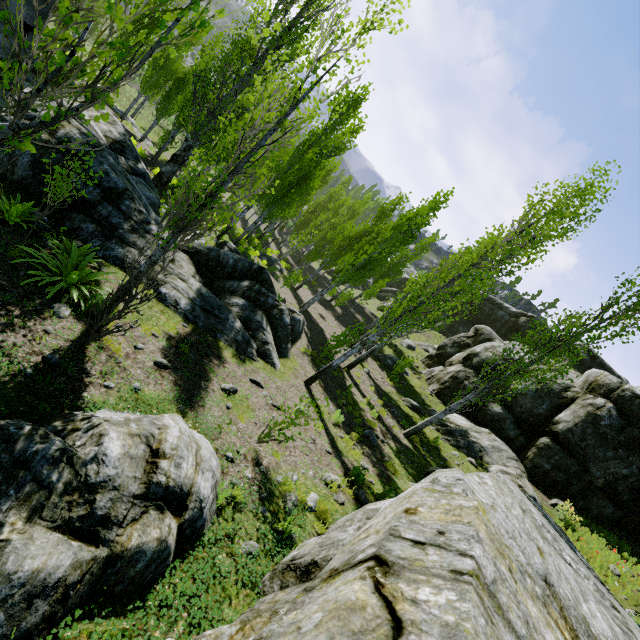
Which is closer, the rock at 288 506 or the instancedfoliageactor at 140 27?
the instancedfoliageactor at 140 27

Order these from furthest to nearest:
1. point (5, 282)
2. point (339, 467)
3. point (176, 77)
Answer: point (176, 77), point (339, 467), point (5, 282)

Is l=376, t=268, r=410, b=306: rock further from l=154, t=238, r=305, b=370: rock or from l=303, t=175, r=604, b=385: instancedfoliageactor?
l=154, t=238, r=305, b=370: rock

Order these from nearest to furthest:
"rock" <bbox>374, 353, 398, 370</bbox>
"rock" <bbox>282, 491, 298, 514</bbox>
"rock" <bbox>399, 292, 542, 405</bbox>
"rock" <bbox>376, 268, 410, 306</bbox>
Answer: "rock" <bbox>282, 491, 298, 514</bbox>, "rock" <bbox>399, 292, 542, 405</bbox>, "rock" <bbox>374, 353, 398, 370</bbox>, "rock" <bbox>376, 268, 410, 306</bbox>

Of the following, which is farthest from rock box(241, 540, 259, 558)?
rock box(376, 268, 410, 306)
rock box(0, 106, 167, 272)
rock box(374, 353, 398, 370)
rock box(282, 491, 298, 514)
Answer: rock box(374, 353, 398, 370)

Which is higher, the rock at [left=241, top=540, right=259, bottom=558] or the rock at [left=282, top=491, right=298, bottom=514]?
the rock at [left=241, top=540, right=259, bottom=558]

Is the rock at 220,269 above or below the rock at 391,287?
below

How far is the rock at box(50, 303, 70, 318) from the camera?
5.94m
